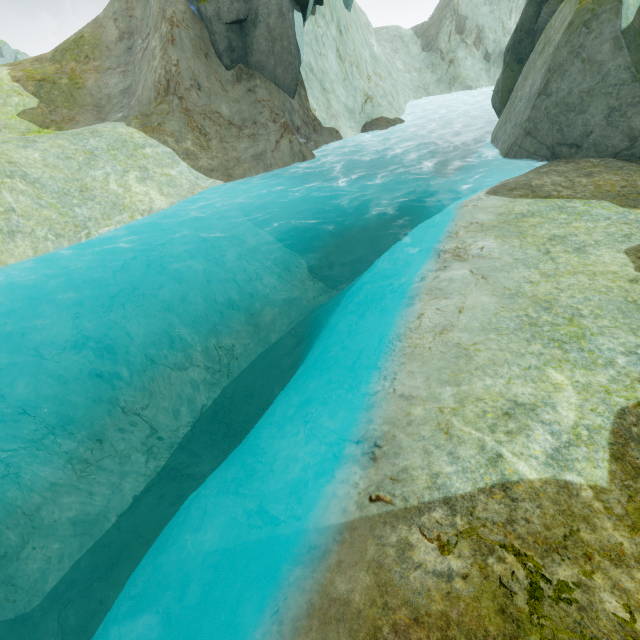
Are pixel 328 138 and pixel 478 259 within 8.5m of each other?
no

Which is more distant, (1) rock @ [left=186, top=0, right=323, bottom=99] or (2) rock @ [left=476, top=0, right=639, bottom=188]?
(1) rock @ [left=186, top=0, right=323, bottom=99]

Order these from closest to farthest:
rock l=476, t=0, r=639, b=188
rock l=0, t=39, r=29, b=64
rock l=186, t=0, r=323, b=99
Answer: rock l=476, t=0, r=639, b=188, rock l=186, t=0, r=323, b=99, rock l=0, t=39, r=29, b=64

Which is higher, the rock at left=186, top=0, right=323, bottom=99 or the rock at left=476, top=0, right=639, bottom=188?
the rock at left=186, top=0, right=323, bottom=99

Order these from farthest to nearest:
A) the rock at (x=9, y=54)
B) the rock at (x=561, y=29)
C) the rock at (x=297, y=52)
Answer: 1. the rock at (x=9, y=54)
2. the rock at (x=297, y=52)
3. the rock at (x=561, y=29)

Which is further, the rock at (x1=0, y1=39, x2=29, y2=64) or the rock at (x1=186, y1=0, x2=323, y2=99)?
the rock at (x1=0, y1=39, x2=29, y2=64)

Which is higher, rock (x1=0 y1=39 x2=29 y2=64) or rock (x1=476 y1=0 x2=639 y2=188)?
Result: rock (x1=0 y1=39 x2=29 y2=64)

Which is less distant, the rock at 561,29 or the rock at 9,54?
the rock at 561,29
